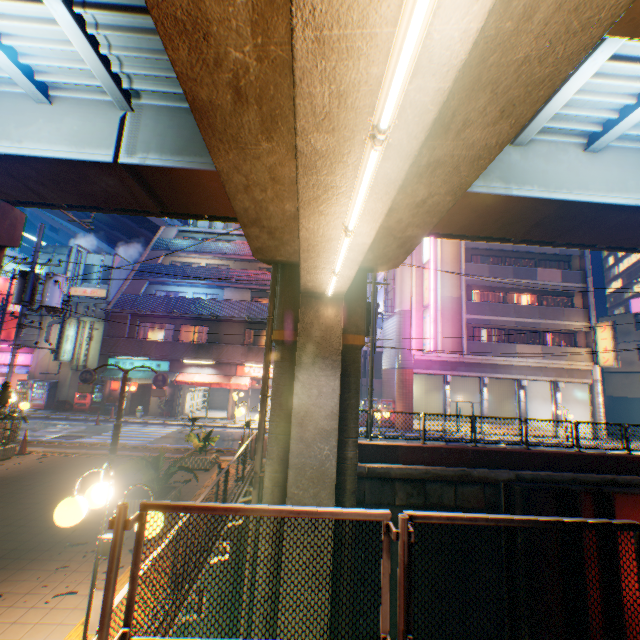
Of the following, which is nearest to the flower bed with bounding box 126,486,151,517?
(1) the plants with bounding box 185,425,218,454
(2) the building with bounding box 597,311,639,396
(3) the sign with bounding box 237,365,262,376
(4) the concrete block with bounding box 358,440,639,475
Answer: (1) the plants with bounding box 185,425,218,454

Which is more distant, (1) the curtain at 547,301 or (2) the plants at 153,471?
(1) the curtain at 547,301

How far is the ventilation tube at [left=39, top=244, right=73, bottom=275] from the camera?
25.70m

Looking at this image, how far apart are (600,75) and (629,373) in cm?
3782

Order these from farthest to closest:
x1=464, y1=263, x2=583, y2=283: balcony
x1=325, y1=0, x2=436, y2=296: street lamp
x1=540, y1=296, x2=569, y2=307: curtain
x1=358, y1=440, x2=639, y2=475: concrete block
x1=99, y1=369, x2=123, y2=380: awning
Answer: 1. x1=540, y1=296, x2=569, y2=307: curtain
2. x1=464, y1=263, x2=583, y2=283: balcony
3. x1=99, y1=369, x2=123, y2=380: awning
4. x1=358, y1=440, x2=639, y2=475: concrete block
5. x1=325, y1=0, x2=436, y2=296: street lamp

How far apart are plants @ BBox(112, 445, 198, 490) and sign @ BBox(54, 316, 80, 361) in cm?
2083

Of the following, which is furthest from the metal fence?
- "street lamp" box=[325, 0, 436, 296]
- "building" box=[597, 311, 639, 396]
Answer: "building" box=[597, 311, 639, 396]

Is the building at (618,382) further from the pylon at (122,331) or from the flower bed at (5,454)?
the pylon at (122,331)
